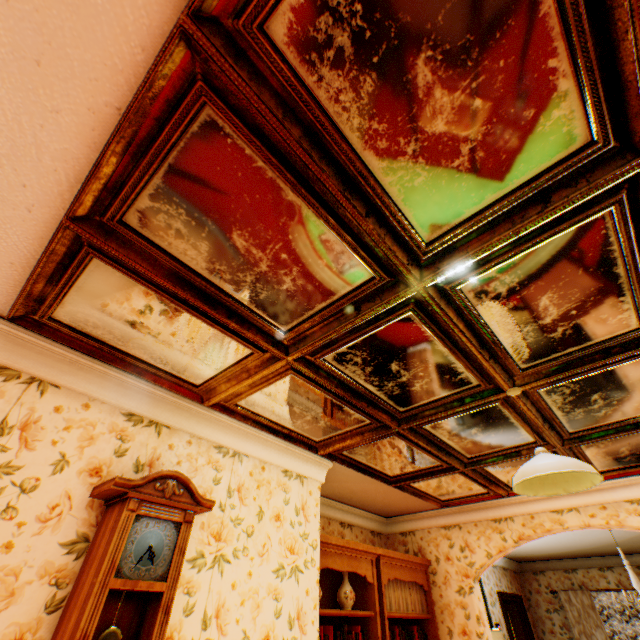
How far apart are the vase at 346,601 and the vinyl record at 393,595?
0.4m

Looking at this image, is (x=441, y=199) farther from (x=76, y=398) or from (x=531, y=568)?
(x=531, y=568)

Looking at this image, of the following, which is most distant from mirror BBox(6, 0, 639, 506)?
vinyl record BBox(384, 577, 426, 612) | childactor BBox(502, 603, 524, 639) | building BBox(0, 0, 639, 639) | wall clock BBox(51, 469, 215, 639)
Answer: childactor BBox(502, 603, 524, 639)

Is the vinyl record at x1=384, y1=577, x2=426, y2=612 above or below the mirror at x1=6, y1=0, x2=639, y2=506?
below

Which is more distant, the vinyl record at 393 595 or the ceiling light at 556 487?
the vinyl record at 393 595

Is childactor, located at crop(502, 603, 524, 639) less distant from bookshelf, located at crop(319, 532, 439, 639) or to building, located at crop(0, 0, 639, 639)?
building, located at crop(0, 0, 639, 639)

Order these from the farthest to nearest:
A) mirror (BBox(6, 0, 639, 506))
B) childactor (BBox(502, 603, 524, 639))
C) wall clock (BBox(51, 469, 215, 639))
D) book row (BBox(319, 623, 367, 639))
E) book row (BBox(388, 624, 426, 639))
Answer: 1. childactor (BBox(502, 603, 524, 639))
2. book row (BBox(388, 624, 426, 639))
3. book row (BBox(319, 623, 367, 639))
4. wall clock (BBox(51, 469, 215, 639))
5. mirror (BBox(6, 0, 639, 506))

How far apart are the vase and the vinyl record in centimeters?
41cm
